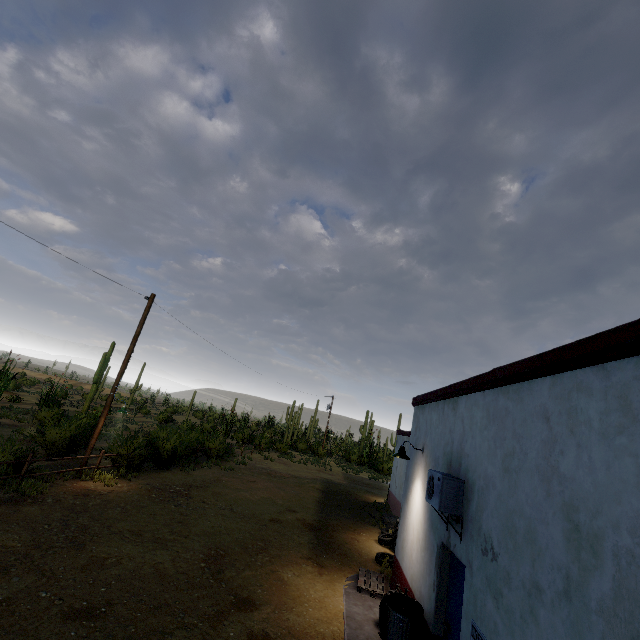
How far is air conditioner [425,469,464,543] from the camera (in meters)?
5.15

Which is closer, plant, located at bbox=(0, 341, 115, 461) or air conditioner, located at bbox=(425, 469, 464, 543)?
air conditioner, located at bbox=(425, 469, 464, 543)

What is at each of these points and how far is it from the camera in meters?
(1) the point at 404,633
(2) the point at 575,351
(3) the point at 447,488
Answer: (1) trash can, 5.6
(2) roof trim, 3.2
(3) air conditioner, 5.2

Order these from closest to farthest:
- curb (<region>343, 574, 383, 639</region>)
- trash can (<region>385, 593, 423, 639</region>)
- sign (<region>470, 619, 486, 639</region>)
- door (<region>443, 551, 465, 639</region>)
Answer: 1. sign (<region>470, 619, 486, 639</region>)
2. door (<region>443, 551, 465, 639</region>)
3. trash can (<region>385, 593, 423, 639</region>)
4. curb (<region>343, 574, 383, 639</region>)

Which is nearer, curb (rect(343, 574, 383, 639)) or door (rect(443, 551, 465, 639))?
door (rect(443, 551, 465, 639))

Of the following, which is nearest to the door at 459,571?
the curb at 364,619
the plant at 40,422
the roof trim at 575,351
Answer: the curb at 364,619

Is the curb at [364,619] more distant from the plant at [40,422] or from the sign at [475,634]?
the plant at [40,422]

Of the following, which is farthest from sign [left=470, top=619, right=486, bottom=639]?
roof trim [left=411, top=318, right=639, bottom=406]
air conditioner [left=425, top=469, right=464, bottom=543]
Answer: roof trim [left=411, top=318, right=639, bottom=406]
